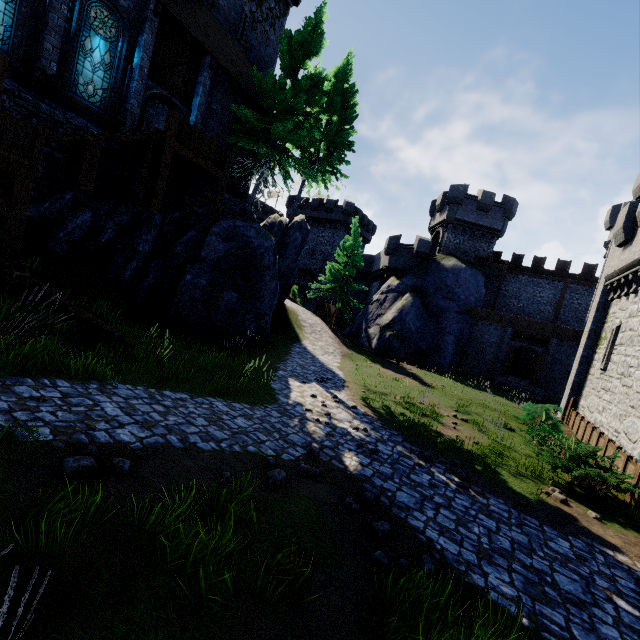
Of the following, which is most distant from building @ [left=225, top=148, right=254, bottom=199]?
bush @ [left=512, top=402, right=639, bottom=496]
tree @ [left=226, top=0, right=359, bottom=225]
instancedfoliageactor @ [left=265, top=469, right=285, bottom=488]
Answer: bush @ [left=512, top=402, right=639, bottom=496]

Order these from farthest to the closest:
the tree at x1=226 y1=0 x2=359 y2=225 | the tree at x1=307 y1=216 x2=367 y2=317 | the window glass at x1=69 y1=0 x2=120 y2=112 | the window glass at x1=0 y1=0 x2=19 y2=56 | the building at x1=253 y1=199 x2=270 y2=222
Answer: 1. the building at x1=253 y1=199 x2=270 y2=222
2. the tree at x1=307 y1=216 x2=367 y2=317
3. the tree at x1=226 y1=0 x2=359 y2=225
4. the window glass at x1=69 y1=0 x2=120 y2=112
5. the window glass at x1=0 y1=0 x2=19 y2=56

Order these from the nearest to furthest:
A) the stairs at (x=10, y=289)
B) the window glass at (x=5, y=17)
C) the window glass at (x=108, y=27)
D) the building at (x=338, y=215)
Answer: the stairs at (x=10, y=289) → the window glass at (x=5, y=17) → the window glass at (x=108, y=27) → the building at (x=338, y=215)

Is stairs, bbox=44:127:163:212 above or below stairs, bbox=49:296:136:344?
above

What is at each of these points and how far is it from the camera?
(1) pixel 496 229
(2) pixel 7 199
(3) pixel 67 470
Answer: (1) building tower, 31.5 meters
(2) walkway, 8.5 meters
(3) instancedfoliageactor, 3.8 meters

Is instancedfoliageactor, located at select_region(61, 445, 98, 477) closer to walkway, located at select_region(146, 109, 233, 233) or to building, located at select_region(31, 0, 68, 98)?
walkway, located at select_region(146, 109, 233, 233)

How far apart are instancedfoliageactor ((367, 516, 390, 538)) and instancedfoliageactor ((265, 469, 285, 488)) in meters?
1.6 m

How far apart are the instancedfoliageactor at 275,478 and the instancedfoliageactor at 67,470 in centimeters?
248cm
